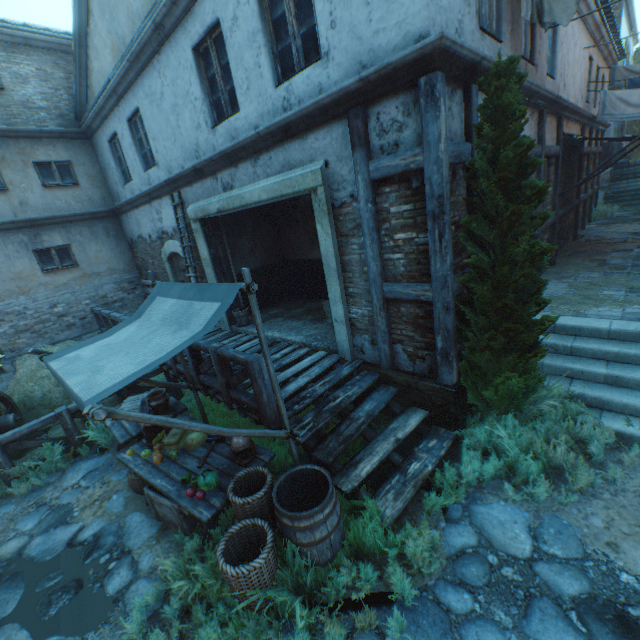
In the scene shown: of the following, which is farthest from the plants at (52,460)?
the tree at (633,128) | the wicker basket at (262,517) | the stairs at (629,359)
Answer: the tree at (633,128)

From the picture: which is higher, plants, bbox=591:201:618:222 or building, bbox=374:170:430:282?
building, bbox=374:170:430:282

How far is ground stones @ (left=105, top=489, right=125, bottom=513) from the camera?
4.71m

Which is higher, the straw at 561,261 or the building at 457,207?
the building at 457,207

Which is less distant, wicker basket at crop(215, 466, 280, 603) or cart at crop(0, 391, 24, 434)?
wicker basket at crop(215, 466, 280, 603)

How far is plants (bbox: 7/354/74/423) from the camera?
7.5m

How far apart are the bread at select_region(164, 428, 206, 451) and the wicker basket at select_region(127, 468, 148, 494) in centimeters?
58cm

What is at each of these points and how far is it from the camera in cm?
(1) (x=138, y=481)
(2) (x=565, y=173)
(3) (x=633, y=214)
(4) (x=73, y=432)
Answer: (1) wicker basket, 483
(2) building, 945
(3) ground stones, 1429
(4) fence, 612
